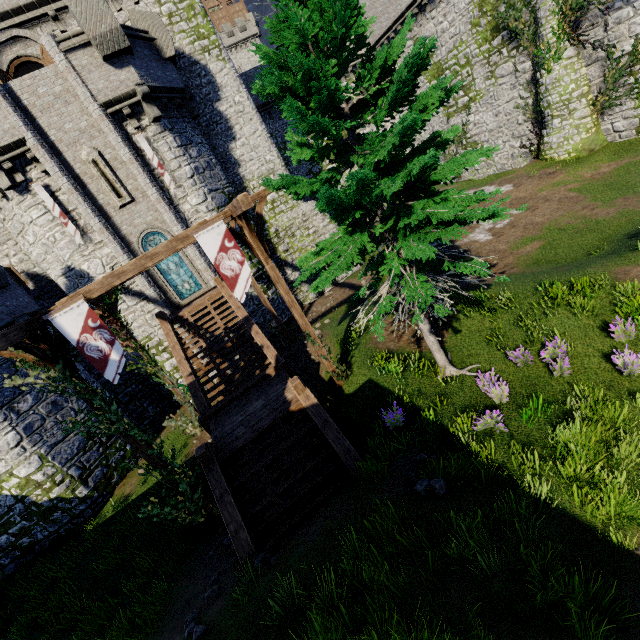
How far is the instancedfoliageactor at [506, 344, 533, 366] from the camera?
8.4m

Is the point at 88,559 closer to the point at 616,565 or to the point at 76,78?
the point at 616,565

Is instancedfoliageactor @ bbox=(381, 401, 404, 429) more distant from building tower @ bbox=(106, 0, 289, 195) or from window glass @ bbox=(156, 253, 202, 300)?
building tower @ bbox=(106, 0, 289, 195)

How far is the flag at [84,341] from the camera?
7.3m

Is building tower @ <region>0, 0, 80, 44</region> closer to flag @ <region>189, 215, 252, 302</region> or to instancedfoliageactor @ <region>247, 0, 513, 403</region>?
flag @ <region>189, 215, 252, 302</region>

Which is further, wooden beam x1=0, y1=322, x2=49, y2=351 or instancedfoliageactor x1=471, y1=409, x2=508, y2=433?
instancedfoliageactor x1=471, y1=409, x2=508, y2=433

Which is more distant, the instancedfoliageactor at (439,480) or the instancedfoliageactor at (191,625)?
the instancedfoliageactor at (439,480)

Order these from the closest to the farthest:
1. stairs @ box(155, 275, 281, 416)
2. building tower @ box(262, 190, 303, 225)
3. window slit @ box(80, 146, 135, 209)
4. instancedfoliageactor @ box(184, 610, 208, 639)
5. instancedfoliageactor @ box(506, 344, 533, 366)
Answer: instancedfoliageactor @ box(184, 610, 208, 639) → instancedfoliageactor @ box(506, 344, 533, 366) → stairs @ box(155, 275, 281, 416) → window slit @ box(80, 146, 135, 209) → building tower @ box(262, 190, 303, 225)
